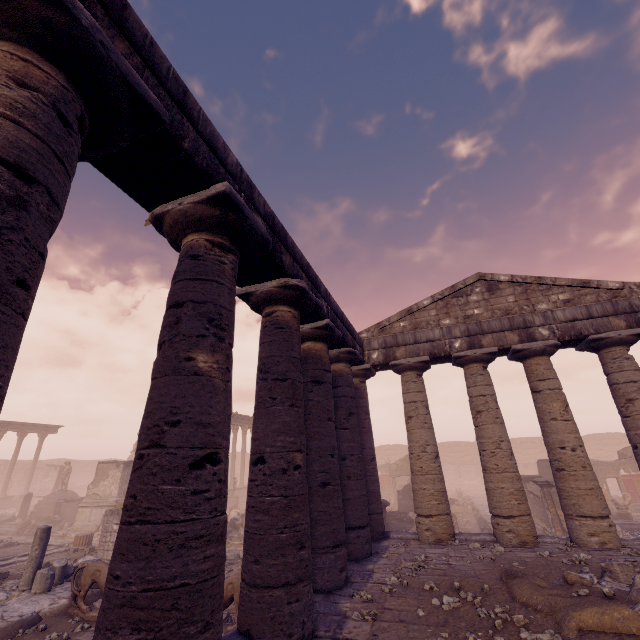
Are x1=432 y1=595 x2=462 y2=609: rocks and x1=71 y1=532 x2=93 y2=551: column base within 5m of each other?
no

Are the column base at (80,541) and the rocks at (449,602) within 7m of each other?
no

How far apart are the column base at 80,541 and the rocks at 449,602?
15.5m

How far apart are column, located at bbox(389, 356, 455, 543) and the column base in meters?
14.1

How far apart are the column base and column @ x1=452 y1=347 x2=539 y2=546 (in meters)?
16.26

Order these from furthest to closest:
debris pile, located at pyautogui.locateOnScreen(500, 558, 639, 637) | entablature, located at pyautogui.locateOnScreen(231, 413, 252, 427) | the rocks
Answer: entablature, located at pyautogui.locateOnScreen(231, 413, 252, 427) → the rocks → debris pile, located at pyautogui.locateOnScreen(500, 558, 639, 637)

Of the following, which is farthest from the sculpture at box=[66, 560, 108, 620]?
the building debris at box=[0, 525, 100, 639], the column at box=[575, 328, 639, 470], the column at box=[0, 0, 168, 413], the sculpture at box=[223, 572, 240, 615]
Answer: the column at box=[575, 328, 639, 470]

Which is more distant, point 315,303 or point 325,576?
point 315,303
